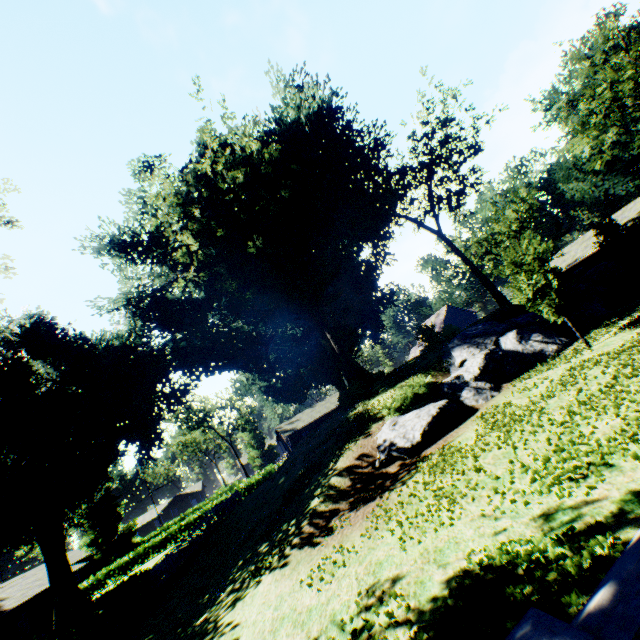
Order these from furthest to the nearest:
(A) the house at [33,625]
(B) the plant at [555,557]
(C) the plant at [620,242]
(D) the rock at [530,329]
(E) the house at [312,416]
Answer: (E) the house at [312,416]
(A) the house at [33,625]
(C) the plant at [620,242]
(D) the rock at [530,329]
(B) the plant at [555,557]

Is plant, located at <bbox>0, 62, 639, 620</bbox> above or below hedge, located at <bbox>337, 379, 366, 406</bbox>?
above

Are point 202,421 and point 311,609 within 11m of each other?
no

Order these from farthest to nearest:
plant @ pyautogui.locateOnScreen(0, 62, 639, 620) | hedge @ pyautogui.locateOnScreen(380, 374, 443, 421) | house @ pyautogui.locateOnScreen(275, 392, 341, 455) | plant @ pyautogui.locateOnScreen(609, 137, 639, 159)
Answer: plant @ pyautogui.locateOnScreen(609, 137, 639, 159), house @ pyautogui.locateOnScreen(275, 392, 341, 455), plant @ pyautogui.locateOnScreen(0, 62, 639, 620), hedge @ pyautogui.locateOnScreen(380, 374, 443, 421)

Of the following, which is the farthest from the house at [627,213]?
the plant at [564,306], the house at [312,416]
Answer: the house at [312,416]

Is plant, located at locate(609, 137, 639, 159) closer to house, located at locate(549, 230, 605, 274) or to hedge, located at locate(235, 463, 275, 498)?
house, located at locate(549, 230, 605, 274)

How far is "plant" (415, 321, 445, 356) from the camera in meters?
23.3 m

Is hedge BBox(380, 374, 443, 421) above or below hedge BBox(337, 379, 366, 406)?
below
